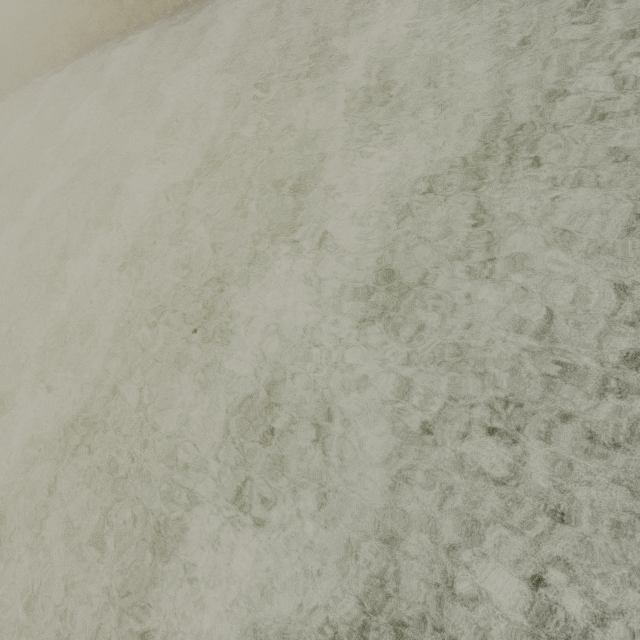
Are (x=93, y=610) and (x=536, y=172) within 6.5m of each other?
no
